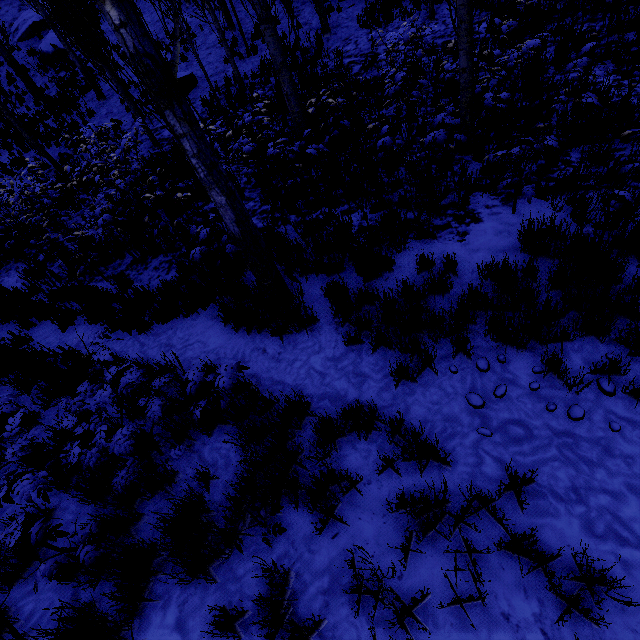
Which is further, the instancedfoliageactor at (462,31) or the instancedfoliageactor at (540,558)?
the instancedfoliageactor at (462,31)

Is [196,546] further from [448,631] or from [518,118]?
[518,118]

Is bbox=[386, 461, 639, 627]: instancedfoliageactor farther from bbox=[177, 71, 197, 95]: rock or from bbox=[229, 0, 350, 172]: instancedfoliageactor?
bbox=[177, 71, 197, 95]: rock

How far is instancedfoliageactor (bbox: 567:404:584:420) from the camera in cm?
300

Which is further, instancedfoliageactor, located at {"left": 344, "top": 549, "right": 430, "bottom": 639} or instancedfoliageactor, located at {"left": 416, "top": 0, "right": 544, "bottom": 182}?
instancedfoliageactor, located at {"left": 416, "top": 0, "right": 544, "bottom": 182}

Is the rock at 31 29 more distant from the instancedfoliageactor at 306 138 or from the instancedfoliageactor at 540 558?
the instancedfoliageactor at 540 558

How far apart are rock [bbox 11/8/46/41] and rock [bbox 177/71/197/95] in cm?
1698
